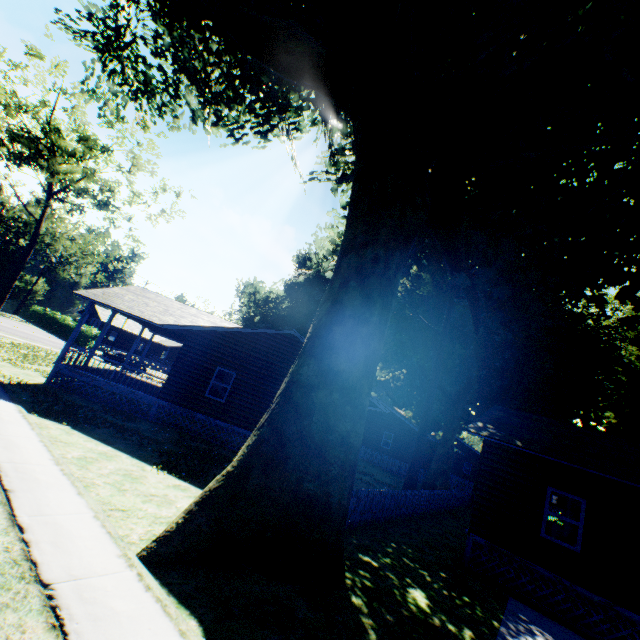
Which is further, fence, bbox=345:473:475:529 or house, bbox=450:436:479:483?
house, bbox=450:436:479:483

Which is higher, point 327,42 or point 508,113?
point 327,42

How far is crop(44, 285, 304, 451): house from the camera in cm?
1573

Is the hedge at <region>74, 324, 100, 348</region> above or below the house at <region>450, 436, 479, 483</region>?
below

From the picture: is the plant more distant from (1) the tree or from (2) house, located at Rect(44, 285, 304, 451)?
(1) the tree

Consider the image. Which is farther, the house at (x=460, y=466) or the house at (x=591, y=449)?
the house at (x=460, y=466)

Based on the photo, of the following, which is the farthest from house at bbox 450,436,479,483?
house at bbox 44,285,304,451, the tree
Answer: the tree

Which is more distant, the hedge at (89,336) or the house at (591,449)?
the hedge at (89,336)
